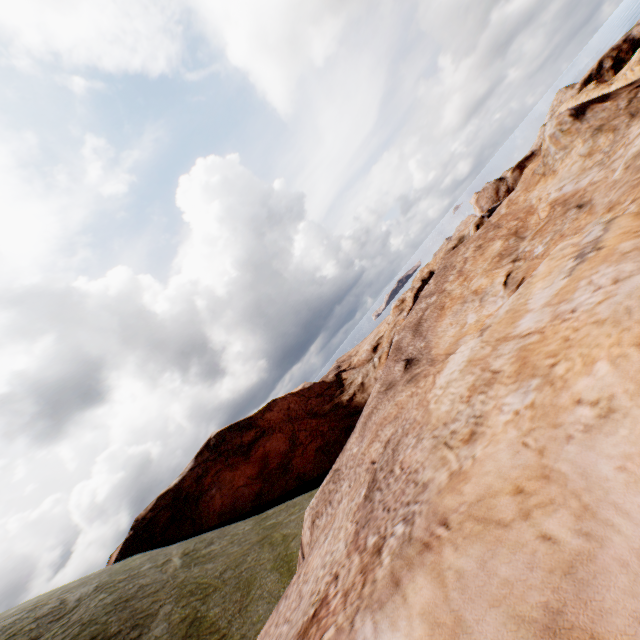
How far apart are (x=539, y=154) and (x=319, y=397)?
51.16m
